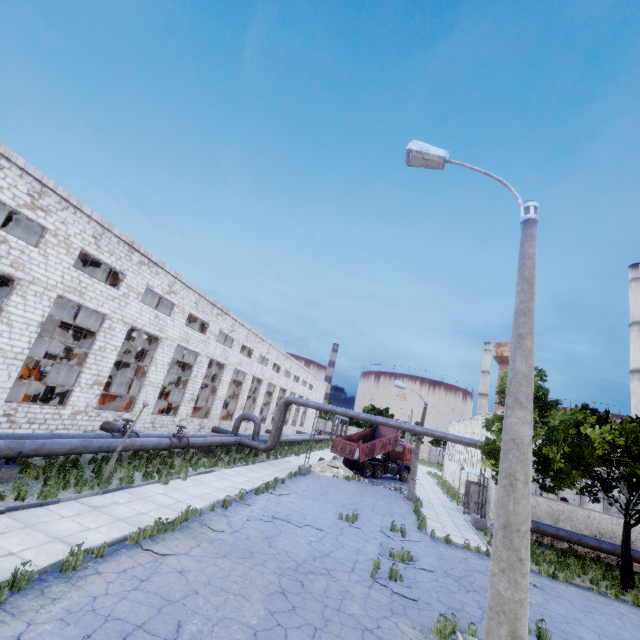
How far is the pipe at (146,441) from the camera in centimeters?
1504cm

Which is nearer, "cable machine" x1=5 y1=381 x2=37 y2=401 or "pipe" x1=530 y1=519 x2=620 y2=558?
"cable machine" x1=5 y1=381 x2=37 y2=401

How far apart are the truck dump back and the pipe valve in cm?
1455

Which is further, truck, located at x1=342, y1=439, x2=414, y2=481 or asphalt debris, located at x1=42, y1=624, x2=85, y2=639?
truck, located at x1=342, y1=439, x2=414, y2=481

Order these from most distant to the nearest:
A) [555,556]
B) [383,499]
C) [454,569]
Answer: [383,499], [555,556], [454,569]

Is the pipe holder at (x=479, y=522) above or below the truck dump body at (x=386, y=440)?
below

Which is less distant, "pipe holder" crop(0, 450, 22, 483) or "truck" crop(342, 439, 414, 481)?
"pipe holder" crop(0, 450, 22, 483)

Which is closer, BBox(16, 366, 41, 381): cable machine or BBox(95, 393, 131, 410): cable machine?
BBox(95, 393, 131, 410): cable machine
